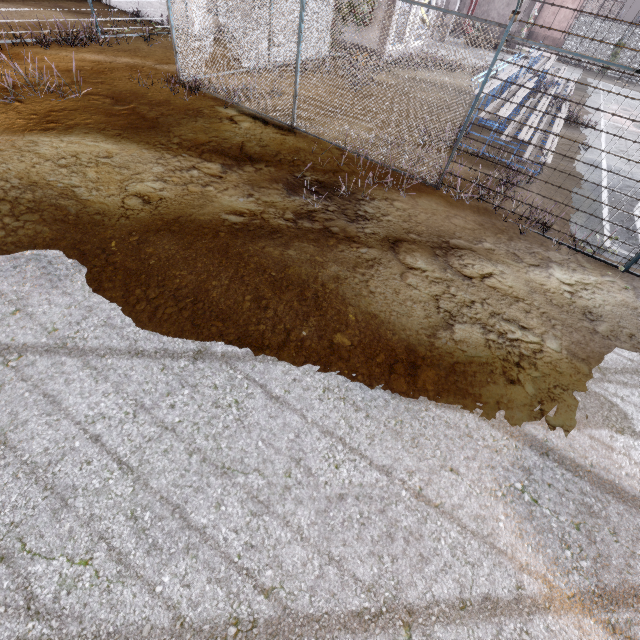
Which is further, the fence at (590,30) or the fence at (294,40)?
the fence at (294,40)

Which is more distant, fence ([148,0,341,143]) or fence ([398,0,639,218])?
fence ([148,0,341,143])

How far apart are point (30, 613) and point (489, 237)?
7.55m
